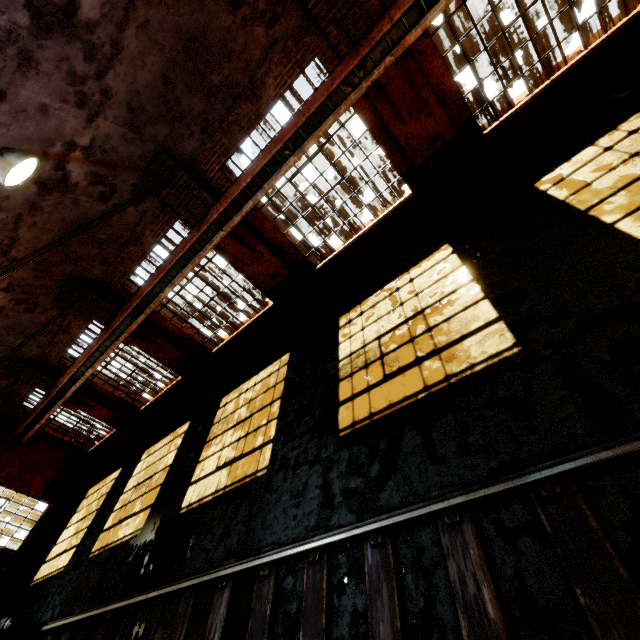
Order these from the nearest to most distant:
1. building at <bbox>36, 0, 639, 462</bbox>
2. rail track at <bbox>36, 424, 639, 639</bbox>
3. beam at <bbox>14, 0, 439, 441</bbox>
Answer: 1. rail track at <bbox>36, 424, 639, 639</bbox>
2. beam at <bbox>14, 0, 439, 441</bbox>
3. building at <bbox>36, 0, 639, 462</bbox>

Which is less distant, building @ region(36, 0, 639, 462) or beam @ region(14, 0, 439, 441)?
beam @ region(14, 0, 439, 441)

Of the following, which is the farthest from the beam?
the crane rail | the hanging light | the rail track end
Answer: the rail track end

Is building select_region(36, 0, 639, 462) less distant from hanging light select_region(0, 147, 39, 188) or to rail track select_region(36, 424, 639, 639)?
hanging light select_region(0, 147, 39, 188)

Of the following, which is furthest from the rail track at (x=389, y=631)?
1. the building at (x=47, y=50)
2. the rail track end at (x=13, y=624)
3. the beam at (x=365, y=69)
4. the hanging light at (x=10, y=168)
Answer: the beam at (x=365, y=69)

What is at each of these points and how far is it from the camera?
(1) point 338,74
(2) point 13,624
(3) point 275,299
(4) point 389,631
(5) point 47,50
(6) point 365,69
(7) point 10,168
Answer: (1) crane rail, 6.1m
(2) rail track end, 8.2m
(3) building, 9.4m
(4) rail track, 3.2m
(5) building, 4.7m
(6) beam, 6.0m
(7) hanging light, 4.0m

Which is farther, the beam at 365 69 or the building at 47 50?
the beam at 365 69
